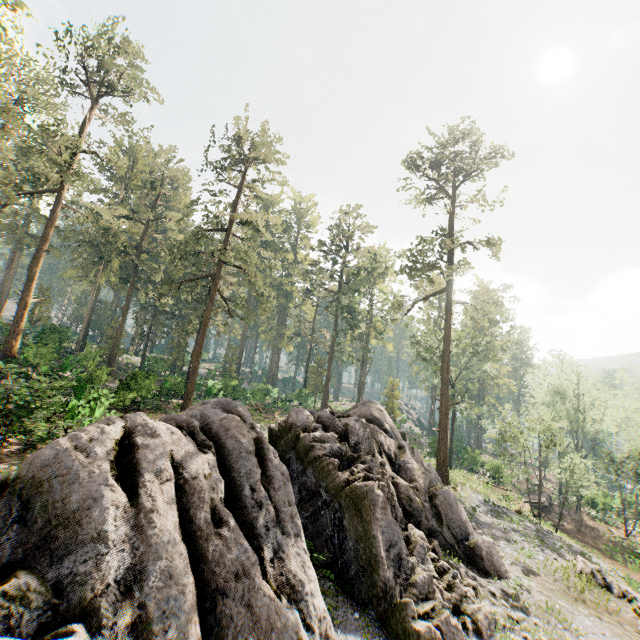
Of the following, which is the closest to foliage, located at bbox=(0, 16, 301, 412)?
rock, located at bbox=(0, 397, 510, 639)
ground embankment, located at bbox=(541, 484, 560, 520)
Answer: rock, located at bbox=(0, 397, 510, 639)

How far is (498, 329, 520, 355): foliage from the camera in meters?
34.0 m

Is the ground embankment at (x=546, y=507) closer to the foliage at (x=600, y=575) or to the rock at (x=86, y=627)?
the foliage at (x=600, y=575)

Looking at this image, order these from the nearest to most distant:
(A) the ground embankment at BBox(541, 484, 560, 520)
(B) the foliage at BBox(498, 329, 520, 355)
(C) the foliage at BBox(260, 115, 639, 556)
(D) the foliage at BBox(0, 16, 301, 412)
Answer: (D) the foliage at BBox(0, 16, 301, 412), (C) the foliage at BBox(260, 115, 639, 556), (B) the foliage at BBox(498, 329, 520, 355), (A) the ground embankment at BBox(541, 484, 560, 520)

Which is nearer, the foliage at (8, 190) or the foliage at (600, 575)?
the foliage at (600, 575)

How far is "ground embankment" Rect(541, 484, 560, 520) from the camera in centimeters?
3500cm

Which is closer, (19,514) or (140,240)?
(19,514)
